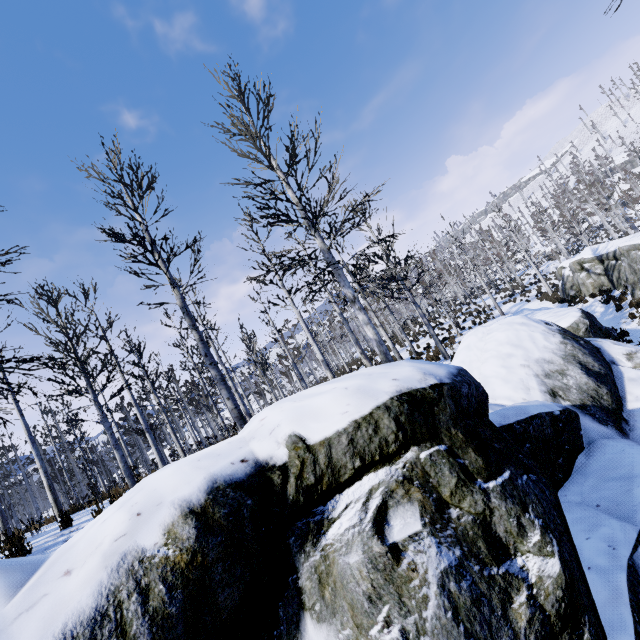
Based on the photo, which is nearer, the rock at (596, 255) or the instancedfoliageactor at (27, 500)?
the instancedfoliageactor at (27, 500)

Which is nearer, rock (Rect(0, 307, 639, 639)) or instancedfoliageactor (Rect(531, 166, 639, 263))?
rock (Rect(0, 307, 639, 639))

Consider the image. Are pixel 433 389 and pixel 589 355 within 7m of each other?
yes

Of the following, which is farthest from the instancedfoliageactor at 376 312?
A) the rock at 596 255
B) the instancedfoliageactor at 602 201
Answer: the instancedfoliageactor at 602 201

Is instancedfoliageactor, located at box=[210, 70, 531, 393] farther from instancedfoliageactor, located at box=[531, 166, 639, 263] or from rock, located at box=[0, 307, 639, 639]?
instancedfoliageactor, located at box=[531, 166, 639, 263]

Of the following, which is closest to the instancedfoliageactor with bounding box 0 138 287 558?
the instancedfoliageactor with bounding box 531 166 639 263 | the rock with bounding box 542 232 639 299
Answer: the rock with bounding box 542 232 639 299

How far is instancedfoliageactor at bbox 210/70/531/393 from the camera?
8.70m
